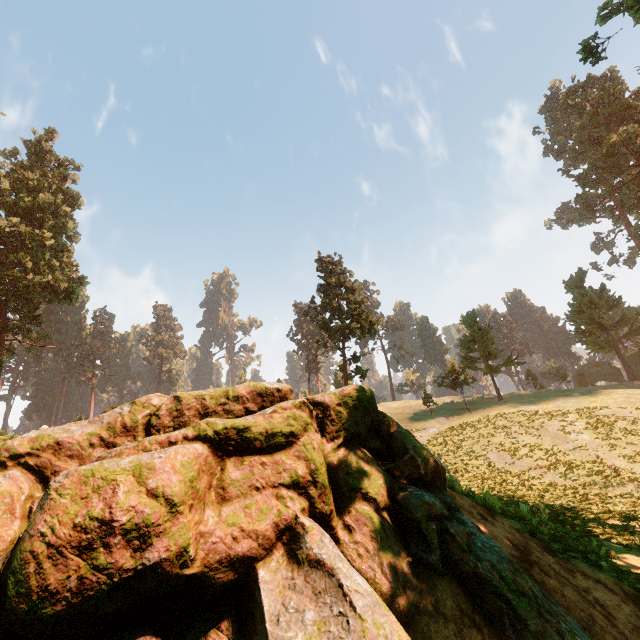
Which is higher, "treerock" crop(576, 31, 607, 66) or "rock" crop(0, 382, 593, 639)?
"treerock" crop(576, 31, 607, 66)

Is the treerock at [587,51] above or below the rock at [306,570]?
above

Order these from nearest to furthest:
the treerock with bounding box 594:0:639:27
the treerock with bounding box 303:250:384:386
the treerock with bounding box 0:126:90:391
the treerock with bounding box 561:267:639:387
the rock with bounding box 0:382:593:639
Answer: the rock with bounding box 0:382:593:639
the treerock with bounding box 594:0:639:27
the treerock with bounding box 0:126:90:391
the treerock with bounding box 303:250:384:386
the treerock with bounding box 561:267:639:387

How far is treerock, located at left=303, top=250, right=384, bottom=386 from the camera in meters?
35.5

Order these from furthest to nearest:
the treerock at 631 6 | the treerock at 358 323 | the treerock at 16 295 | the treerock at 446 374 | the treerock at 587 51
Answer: the treerock at 446 374 < the treerock at 358 323 < the treerock at 16 295 < the treerock at 587 51 < the treerock at 631 6

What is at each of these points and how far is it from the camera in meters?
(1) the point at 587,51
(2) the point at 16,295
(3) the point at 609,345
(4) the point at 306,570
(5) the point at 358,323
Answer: (1) treerock, 20.8
(2) treerock, 31.2
(3) treerock, 41.4
(4) rock, 4.4
(5) treerock, 33.9

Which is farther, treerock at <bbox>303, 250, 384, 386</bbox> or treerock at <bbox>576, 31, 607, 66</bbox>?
treerock at <bbox>303, 250, 384, 386</bbox>
